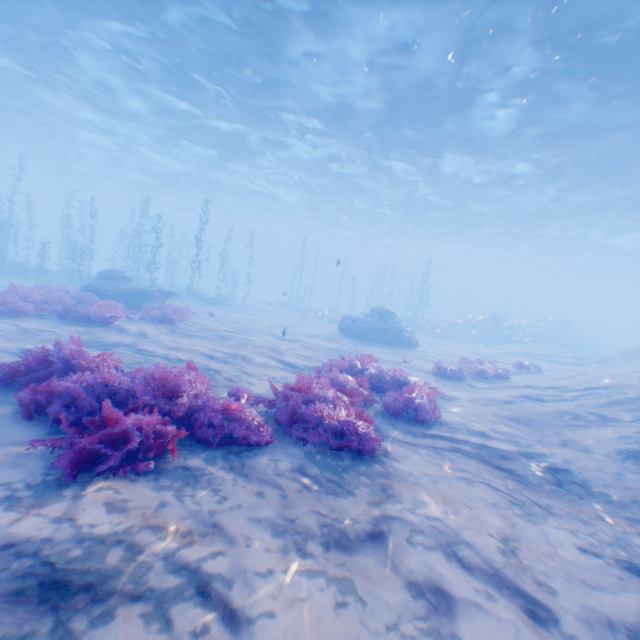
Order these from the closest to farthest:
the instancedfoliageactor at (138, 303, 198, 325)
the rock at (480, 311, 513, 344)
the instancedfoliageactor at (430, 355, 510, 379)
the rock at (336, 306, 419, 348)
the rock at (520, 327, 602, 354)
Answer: the instancedfoliageactor at (430, 355, 510, 379), the instancedfoliageactor at (138, 303, 198, 325), the rock at (336, 306, 419, 348), the rock at (480, 311, 513, 344), the rock at (520, 327, 602, 354)

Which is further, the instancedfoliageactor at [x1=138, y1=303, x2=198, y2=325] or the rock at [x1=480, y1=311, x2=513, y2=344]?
the rock at [x1=480, y1=311, x2=513, y2=344]

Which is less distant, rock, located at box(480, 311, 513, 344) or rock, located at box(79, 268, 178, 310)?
rock, located at box(79, 268, 178, 310)

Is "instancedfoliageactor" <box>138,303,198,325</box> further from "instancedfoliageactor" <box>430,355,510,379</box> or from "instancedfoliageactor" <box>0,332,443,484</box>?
"instancedfoliageactor" <box>430,355,510,379</box>

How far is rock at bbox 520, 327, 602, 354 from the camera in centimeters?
3381cm

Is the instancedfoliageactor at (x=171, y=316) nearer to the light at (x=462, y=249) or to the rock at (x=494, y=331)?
the light at (x=462, y=249)

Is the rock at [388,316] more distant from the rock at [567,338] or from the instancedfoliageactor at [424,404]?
the rock at [567,338]

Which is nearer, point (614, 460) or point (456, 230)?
point (614, 460)
